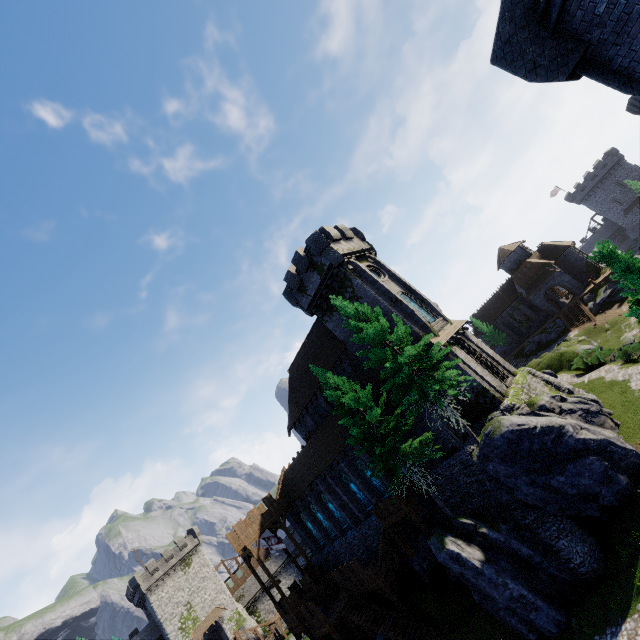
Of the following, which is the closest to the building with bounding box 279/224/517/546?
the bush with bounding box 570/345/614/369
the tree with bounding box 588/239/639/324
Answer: the bush with bounding box 570/345/614/369

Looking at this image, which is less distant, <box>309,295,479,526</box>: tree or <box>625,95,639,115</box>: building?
<box>309,295,479,526</box>: tree

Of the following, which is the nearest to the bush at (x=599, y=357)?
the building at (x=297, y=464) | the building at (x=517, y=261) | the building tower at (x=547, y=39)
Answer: the building at (x=297, y=464)

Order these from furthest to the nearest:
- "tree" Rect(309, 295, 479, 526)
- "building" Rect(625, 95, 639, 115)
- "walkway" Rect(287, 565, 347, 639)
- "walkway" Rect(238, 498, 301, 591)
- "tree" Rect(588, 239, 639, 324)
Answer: "building" Rect(625, 95, 639, 115)
"walkway" Rect(238, 498, 301, 591)
"walkway" Rect(287, 565, 347, 639)
"tree" Rect(309, 295, 479, 526)
"tree" Rect(588, 239, 639, 324)

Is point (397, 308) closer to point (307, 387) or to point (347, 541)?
point (307, 387)

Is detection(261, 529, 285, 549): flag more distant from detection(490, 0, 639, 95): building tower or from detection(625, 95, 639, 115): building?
detection(625, 95, 639, 115): building

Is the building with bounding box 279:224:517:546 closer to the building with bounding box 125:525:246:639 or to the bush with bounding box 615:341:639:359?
the bush with bounding box 615:341:639:359

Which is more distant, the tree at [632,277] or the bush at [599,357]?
the bush at [599,357]
